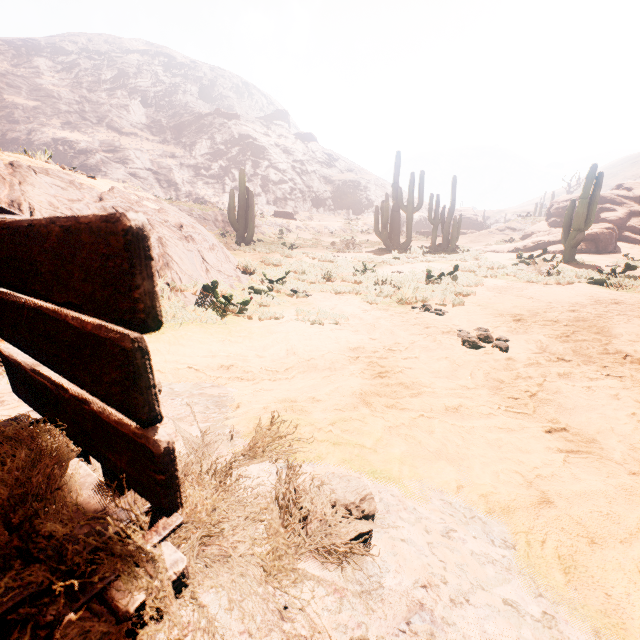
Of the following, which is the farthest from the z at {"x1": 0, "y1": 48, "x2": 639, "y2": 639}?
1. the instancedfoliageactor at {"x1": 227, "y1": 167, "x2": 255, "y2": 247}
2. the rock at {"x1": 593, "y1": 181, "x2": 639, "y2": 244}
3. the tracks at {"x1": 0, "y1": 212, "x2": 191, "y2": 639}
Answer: the rock at {"x1": 593, "y1": 181, "x2": 639, "y2": 244}

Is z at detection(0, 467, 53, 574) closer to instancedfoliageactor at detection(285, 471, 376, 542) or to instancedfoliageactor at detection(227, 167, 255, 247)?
instancedfoliageactor at detection(285, 471, 376, 542)

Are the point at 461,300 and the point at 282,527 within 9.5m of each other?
yes

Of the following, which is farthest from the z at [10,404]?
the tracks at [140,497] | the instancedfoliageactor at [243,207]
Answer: the instancedfoliageactor at [243,207]

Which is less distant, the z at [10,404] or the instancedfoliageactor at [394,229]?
the z at [10,404]

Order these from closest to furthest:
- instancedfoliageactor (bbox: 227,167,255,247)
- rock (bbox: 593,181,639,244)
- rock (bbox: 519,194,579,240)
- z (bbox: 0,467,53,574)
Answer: z (bbox: 0,467,53,574)
instancedfoliageactor (bbox: 227,167,255,247)
rock (bbox: 593,181,639,244)
rock (bbox: 519,194,579,240)

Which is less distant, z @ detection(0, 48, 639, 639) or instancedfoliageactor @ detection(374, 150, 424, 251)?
z @ detection(0, 48, 639, 639)

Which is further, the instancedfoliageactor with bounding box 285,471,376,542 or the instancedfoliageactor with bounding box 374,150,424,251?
the instancedfoliageactor with bounding box 374,150,424,251
